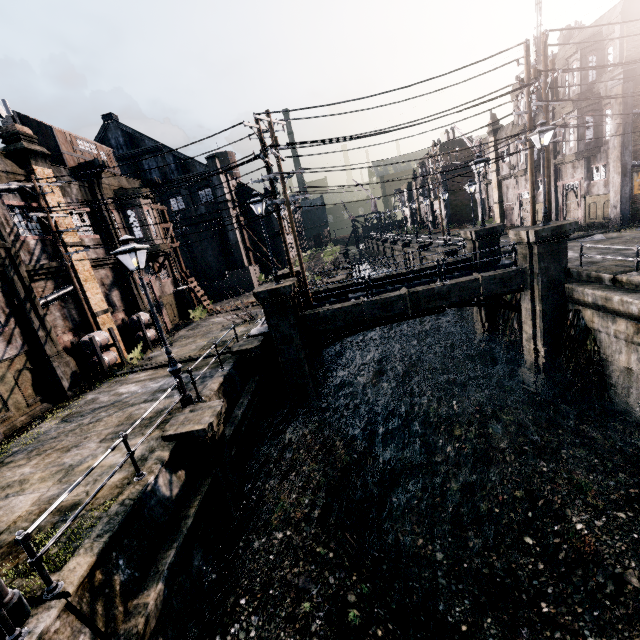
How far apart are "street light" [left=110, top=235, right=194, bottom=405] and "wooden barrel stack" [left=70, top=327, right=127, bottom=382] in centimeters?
→ 874cm

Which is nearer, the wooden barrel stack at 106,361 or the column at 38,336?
the column at 38,336

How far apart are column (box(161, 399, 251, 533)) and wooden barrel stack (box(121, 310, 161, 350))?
12.4m

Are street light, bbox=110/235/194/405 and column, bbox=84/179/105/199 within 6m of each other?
no

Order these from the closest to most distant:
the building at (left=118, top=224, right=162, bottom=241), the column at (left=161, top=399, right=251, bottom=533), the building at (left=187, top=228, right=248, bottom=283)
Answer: the column at (left=161, top=399, right=251, bottom=533) < the building at (left=118, top=224, right=162, bottom=241) < the building at (left=187, top=228, right=248, bottom=283)

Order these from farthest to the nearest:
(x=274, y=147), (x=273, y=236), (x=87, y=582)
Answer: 1. (x=273, y=236)
2. (x=274, y=147)
3. (x=87, y=582)

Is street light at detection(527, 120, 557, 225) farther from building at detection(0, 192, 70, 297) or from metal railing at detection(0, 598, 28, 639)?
building at detection(0, 192, 70, 297)

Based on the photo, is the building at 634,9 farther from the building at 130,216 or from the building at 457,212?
the building at 130,216
